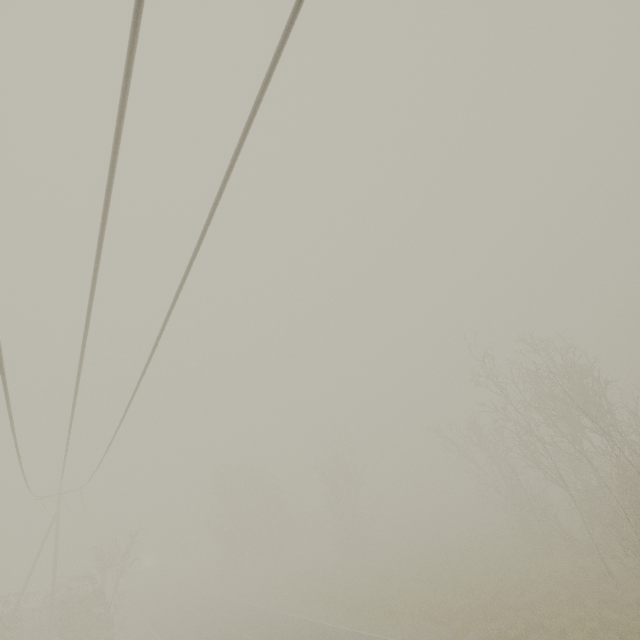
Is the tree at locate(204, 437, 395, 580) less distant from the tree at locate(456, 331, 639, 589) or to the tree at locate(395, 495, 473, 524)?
the tree at locate(395, 495, 473, 524)

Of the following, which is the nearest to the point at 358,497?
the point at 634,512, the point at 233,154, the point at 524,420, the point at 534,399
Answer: the point at 524,420

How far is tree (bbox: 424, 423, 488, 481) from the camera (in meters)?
30.22

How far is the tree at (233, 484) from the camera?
37.0 meters

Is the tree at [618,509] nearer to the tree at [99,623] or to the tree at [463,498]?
the tree at [463,498]

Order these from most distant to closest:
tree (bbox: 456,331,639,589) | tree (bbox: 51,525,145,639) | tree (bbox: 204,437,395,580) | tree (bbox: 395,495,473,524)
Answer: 1. tree (bbox: 395,495,473,524)
2. tree (bbox: 204,437,395,580)
3. tree (bbox: 51,525,145,639)
4. tree (bbox: 456,331,639,589)

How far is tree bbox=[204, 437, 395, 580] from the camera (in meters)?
37.00

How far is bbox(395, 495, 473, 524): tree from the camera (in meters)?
52.38
